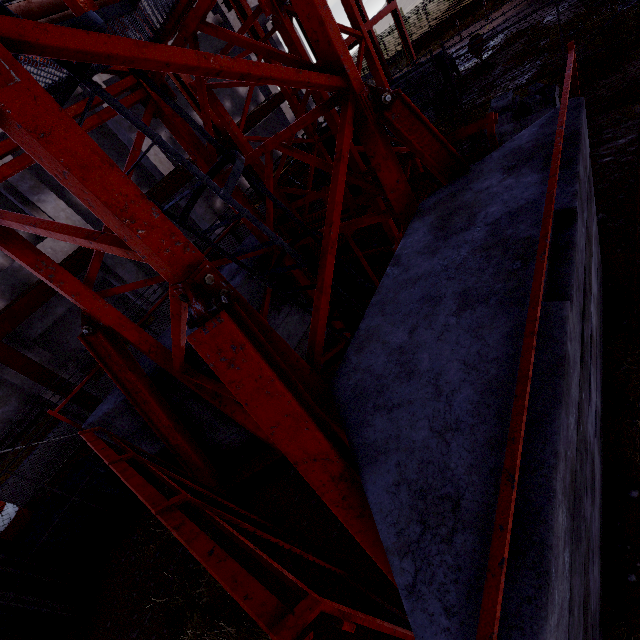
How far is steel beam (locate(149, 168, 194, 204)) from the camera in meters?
8.3

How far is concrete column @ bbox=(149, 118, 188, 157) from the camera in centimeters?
1602cm

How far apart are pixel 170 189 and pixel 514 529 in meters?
9.7 m

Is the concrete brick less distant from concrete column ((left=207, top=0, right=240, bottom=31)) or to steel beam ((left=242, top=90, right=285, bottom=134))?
steel beam ((left=242, top=90, right=285, bottom=134))

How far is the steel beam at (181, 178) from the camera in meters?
8.3

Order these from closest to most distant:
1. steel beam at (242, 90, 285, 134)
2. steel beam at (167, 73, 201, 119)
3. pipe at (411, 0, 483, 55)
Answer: steel beam at (167, 73, 201, 119)
steel beam at (242, 90, 285, 134)
pipe at (411, 0, 483, 55)

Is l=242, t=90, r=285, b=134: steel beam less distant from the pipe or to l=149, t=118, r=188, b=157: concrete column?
l=149, t=118, r=188, b=157: concrete column
